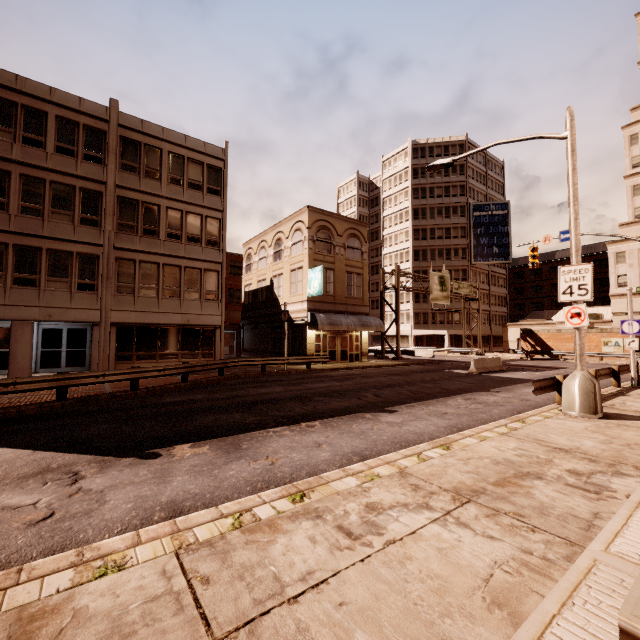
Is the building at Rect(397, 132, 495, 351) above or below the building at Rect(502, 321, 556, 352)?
above

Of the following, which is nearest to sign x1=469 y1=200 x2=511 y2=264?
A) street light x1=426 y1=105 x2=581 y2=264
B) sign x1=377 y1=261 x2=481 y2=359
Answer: sign x1=377 y1=261 x2=481 y2=359

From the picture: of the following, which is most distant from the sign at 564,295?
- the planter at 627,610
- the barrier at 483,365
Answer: the barrier at 483,365

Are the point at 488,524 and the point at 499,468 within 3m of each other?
yes

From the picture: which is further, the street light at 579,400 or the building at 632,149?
the building at 632,149

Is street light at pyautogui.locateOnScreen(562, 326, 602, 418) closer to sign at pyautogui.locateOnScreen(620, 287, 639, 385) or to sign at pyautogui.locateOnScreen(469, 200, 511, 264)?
sign at pyautogui.locateOnScreen(620, 287, 639, 385)

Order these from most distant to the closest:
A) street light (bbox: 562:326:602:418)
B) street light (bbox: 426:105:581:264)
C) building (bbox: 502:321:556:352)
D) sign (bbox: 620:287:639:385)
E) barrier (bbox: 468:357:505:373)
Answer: building (bbox: 502:321:556:352) < barrier (bbox: 468:357:505:373) < sign (bbox: 620:287:639:385) < street light (bbox: 426:105:581:264) < street light (bbox: 562:326:602:418)

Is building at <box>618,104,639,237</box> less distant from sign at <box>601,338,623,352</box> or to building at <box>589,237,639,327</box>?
building at <box>589,237,639,327</box>
